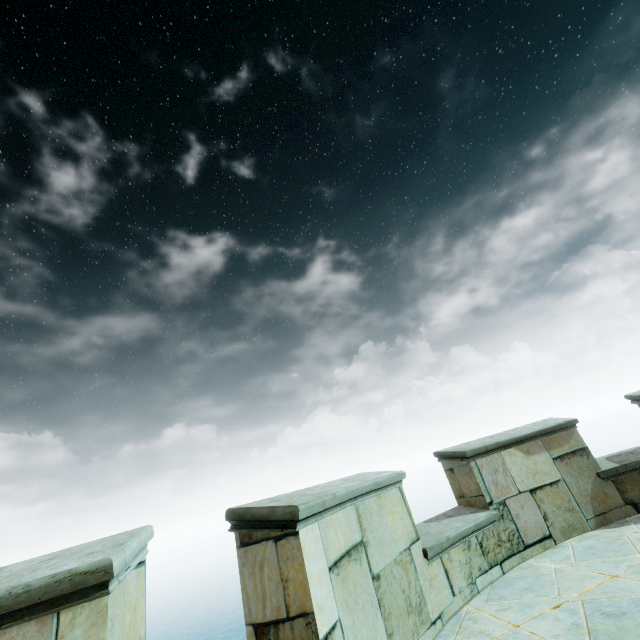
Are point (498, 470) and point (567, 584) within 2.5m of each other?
yes
